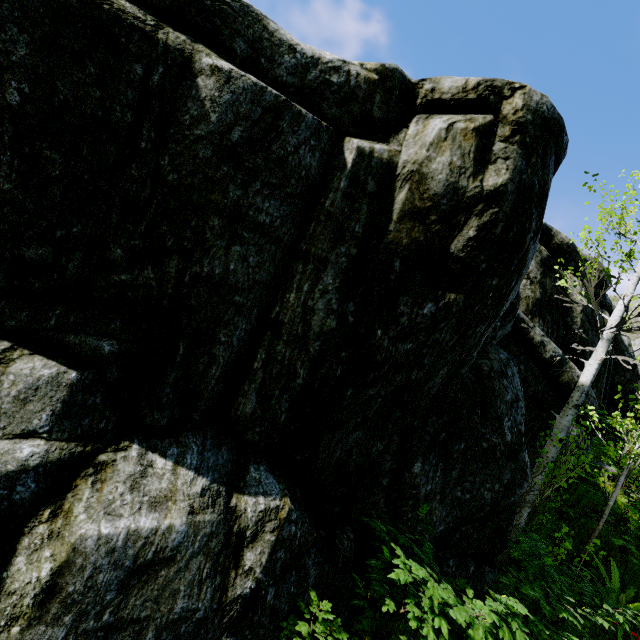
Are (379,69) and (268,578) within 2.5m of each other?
no

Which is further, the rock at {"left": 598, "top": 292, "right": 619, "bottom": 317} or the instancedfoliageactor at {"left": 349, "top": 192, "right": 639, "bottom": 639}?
the rock at {"left": 598, "top": 292, "right": 619, "bottom": 317}

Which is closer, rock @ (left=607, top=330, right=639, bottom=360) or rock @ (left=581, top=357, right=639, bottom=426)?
rock @ (left=581, top=357, right=639, bottom=426)

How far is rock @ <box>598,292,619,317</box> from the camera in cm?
1174

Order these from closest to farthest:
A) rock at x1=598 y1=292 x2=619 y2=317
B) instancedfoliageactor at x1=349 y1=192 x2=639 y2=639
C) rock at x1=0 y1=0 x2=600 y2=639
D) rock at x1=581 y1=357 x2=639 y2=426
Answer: rock at x1=0 y1=0 x2=600 y2=639, instancedfoliageactor at x1=349 y1=192 x2=639 y2=639, rock at x1=581 y1=357 x2=639 y2=426, rock at x1=598 y1=292 x2=619 y2=317

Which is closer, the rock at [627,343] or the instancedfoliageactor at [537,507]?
the instancedfoliageactor at [537,507]
